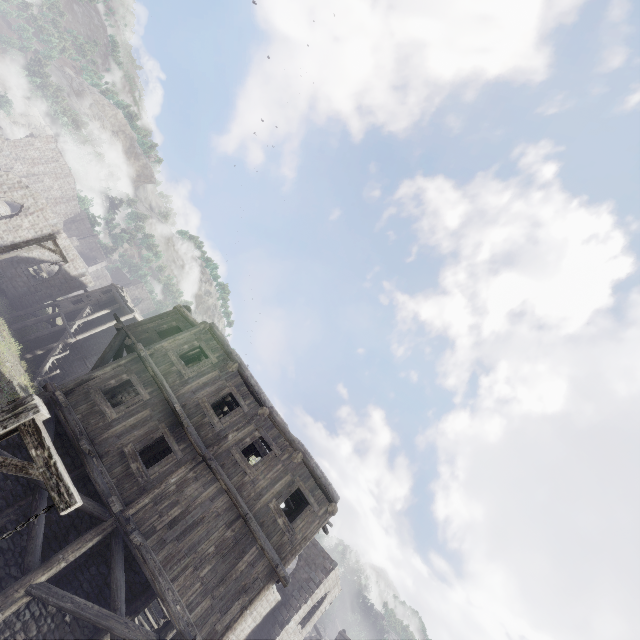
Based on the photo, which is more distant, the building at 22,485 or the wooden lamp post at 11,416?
the building at 22,485

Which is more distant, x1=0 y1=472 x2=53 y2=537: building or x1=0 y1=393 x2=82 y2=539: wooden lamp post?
x1=0 y1=472 x2=53 y2=537: building

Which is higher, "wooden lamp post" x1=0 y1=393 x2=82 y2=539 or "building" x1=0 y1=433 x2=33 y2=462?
"wooden lamp post" x1=0 y1=393 x2=82 y2=539

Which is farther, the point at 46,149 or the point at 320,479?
the point at 46,149
